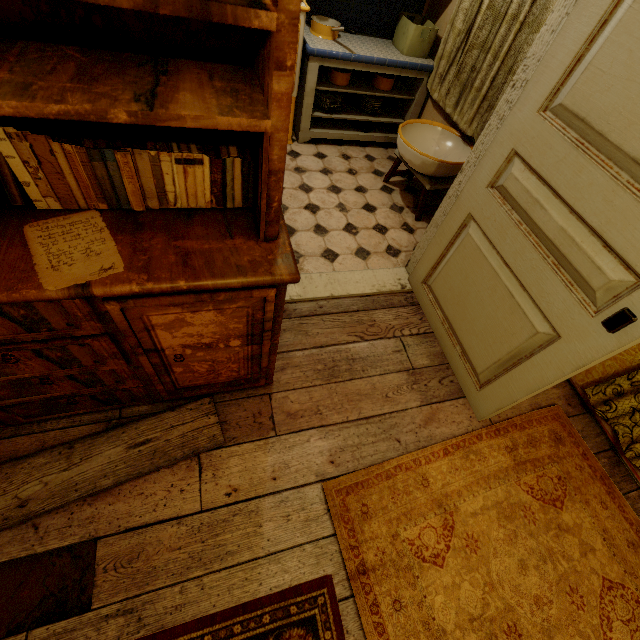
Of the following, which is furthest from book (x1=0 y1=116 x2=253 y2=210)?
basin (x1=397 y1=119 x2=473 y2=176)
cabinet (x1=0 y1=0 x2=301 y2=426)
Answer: basin (x1=397 y1=119 x2=473 y2=176)

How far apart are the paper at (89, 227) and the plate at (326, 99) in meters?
2.9 m

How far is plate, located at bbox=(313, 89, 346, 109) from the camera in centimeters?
323cm

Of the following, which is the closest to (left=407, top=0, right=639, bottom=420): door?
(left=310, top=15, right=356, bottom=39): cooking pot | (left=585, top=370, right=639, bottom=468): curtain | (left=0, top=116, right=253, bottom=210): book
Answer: (left=585, top=370, right=639, bottom=468): curtain

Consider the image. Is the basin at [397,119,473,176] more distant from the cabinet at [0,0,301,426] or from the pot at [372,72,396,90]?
the cabinet at [0,0,301,426]

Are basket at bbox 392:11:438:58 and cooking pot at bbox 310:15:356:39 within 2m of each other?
yes

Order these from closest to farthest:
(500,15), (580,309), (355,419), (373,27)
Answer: (580,309) → (355,419) → (500,15) → (373,27)

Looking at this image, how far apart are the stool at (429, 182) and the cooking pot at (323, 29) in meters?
1.0 m
